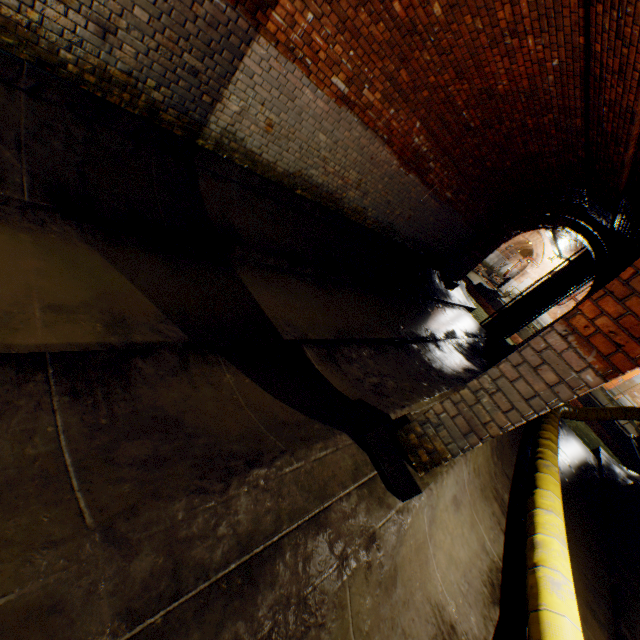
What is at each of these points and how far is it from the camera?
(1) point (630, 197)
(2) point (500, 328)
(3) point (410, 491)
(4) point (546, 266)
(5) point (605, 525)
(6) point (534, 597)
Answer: (1) support arch, 6.7 meters
(2) pipe, 14.7 meters
(3) support arch, 2.8 meters
(4) support arch, 22.3 meters
(5) building tunnel, 6.9 meters
(6) large conduit, 3.1 meters

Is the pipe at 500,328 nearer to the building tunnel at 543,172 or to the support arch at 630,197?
the building tunnel at 543,172

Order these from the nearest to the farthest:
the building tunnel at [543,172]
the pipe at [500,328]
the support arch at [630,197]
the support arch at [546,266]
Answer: the building tunnel at [543,172], the support arch at [630,197], the pipe at [500,328], the support arch at [546,266]

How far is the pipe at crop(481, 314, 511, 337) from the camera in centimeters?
1465cm

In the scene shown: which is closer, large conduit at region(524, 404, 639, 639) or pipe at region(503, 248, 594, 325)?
large conduit at region(524, 404, 639, 639)

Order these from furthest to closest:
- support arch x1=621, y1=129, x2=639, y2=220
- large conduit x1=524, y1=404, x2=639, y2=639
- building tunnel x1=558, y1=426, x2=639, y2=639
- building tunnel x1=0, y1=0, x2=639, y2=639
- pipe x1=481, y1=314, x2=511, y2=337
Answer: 1. pipe x1=481, y1=314, x2=511, y2=337
2. support arch x1=621, y1=129, x2=639, y2=220
3. building tunnel x1=558, y1=426, x2=639, y2=639
4. large conduit x1=524, y1=404, x2=639, y2=639
5. building tunnel x1=0, y1=0, x2=639, y2=639

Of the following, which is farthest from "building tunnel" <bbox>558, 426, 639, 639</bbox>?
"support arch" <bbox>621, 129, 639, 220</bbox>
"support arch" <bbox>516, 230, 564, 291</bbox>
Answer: "support arch" <bbox>516, 230, 564, 291</bbox>

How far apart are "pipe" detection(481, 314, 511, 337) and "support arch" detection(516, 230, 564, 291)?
9.16m
